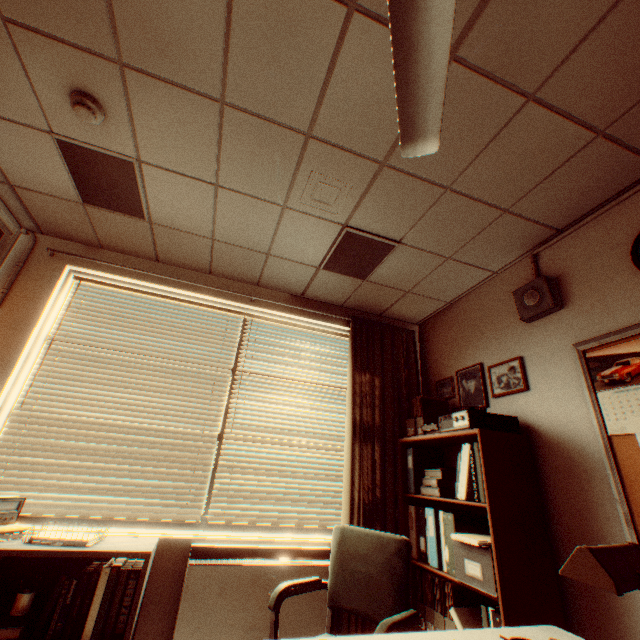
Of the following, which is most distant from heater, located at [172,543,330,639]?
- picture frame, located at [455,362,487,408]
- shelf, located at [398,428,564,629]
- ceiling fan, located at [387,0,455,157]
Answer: ceiling fan, located at [387,0,455,157]

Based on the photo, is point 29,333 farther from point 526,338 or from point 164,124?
point 526,338

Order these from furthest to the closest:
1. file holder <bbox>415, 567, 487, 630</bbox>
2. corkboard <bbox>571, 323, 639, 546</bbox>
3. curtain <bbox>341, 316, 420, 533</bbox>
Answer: curtain <bbox>341, 316, 420, 533</bbox>
file holder <bbox>415, 567, 487, 630</bbox>
corkboard <bbox>571, 323, 639, 546</bbox>

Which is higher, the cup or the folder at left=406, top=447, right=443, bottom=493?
the folder at left=406, top=447, right=443, bottom=493

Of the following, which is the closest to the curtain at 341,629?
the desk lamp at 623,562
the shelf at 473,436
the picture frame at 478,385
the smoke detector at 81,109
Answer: the shelf at 473,436

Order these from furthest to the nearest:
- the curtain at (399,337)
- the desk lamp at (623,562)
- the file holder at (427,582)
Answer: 1. the curtain at (399,337)
2. the file holder at (427,582)
3. the desk lamp at (623,562)

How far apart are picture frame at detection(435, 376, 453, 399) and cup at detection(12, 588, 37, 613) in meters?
3.6

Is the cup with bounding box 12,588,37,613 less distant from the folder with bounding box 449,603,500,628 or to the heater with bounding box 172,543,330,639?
the heater with bounding box 172,543,330,639
